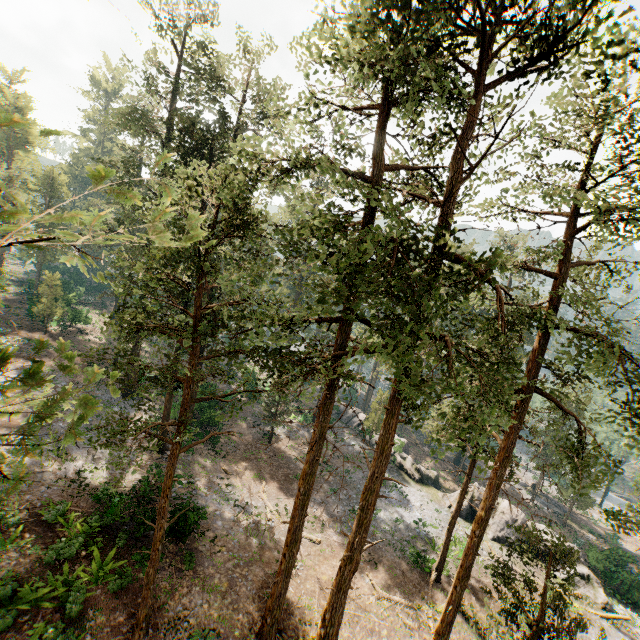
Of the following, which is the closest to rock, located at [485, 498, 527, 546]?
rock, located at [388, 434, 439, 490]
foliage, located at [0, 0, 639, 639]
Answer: rock, located at [388, 434, 439, 490]

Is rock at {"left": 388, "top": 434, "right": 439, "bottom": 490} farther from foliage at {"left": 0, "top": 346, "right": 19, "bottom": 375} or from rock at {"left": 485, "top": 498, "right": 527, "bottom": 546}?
foliage at {"left": 0, "top": 346, "right": 19, "bottom": 375}

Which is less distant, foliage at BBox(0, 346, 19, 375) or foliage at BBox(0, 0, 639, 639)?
foliage at BBox(0, 346, 19, 375)

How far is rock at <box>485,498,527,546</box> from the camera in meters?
27.6

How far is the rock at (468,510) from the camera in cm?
2959

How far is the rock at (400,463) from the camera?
33.7 meters

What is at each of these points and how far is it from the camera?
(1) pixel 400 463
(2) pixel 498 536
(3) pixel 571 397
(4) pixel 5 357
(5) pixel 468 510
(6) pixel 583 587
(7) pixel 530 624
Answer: (1) rock, 34.9 meters
(2) rock, 27.6 meters
(3) foliage, 42.0 meters
(4) foliage, 2.2 meters
(5) rock, 29.9 meters
(6) rock, 24.8 meters
(7) foliage, 14.9 meters

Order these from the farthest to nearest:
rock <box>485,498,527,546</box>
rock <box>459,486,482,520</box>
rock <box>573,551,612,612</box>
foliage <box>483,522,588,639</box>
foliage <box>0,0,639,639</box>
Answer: rock <box>459,486,482,520</box> → rock <box>485,498,527,546</box> → rock <box>573,551,612,612</box> → foliage <box>483,522,588,639</box> → foliage <box>0,0,639,639</box>
